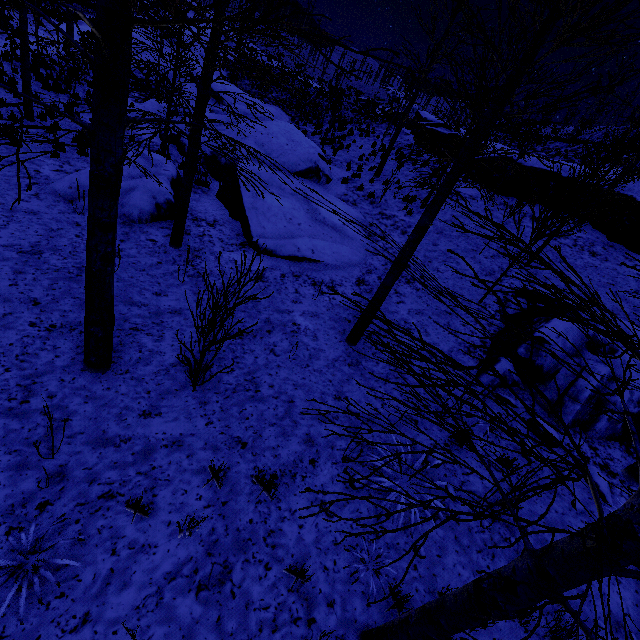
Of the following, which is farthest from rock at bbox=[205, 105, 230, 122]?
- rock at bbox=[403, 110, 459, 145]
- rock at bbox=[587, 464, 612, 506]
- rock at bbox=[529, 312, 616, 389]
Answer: rock at bbox=[403, 110, 459, 145]

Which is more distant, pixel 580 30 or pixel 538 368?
pixel 538 368

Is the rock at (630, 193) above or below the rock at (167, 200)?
above

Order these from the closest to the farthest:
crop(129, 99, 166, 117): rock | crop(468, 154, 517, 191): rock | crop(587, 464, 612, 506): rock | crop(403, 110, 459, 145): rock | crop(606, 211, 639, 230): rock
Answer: crop(587, 464, 612, 506): rock
crop(606, 211, 639, 230): rock
crop(468, 154, 517, 191): rock
crop(129, 99, 166, 117): rock
crop(403, 110, 459, 145): rock

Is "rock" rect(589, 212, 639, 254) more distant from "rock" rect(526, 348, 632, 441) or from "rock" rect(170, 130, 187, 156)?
"rock" rect(170, 130, 187, 156)

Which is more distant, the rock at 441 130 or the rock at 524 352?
the rock at 441 130

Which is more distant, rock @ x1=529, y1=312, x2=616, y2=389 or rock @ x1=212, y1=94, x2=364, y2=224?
rock @ x1=212, y1=94, x2=364, y2=224
